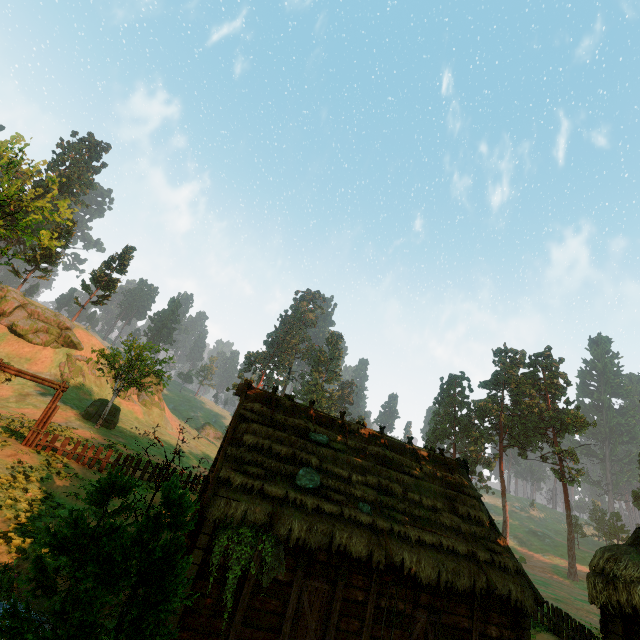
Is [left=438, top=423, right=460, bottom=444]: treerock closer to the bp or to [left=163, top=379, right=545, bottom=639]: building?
[left=163, top=379, right=545, bottom=639]: building

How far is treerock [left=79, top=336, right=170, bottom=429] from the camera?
33.38m

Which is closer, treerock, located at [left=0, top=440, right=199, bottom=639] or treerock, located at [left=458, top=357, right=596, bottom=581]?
treerock, located at [left=0, top=440, right=199, bottom=639]

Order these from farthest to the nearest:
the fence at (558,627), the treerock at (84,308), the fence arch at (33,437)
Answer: the treerock at (84,308)
the fence arch at (33,437)
the fence at (558,627)

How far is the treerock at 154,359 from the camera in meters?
33.4 m

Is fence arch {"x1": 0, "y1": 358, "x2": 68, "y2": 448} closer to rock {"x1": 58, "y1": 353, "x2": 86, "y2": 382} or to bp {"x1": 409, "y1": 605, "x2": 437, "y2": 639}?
rock {"x1": 58, "y1": 353, "x2": 86, "y2": 382}

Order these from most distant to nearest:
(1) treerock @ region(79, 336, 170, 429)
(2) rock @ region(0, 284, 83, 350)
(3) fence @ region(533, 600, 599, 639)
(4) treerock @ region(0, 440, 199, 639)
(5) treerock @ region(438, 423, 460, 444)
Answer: (5) treerock @ region(438, 423, 460, 444) → (2) rock @ region(0, 284, 83, 350) → (1) treerock @ region(79, 336, 170, 429) → (3) fence @ region(533, 600, 599, 639) → (4) treerock @ region(0, 440, 199, 639)

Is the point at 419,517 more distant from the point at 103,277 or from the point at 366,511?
the point at 103,277
